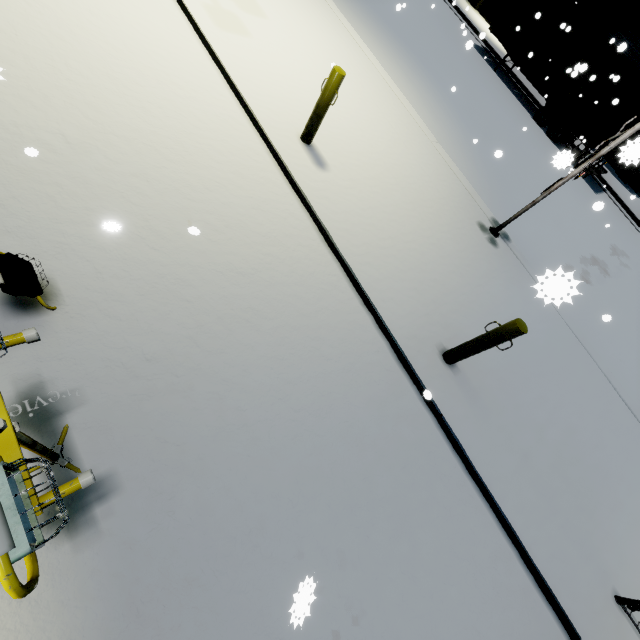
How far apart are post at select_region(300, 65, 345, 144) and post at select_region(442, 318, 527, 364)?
3.9 meters

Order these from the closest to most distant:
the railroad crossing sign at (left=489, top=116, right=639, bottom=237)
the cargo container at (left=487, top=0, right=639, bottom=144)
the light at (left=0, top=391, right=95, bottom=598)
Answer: the light at (left=0, top=391, right=95, bottom=598)
the railroad crossing sign at (left=489, top=116, right=639, bottom=237)
the cargo container at (left=487, top=0, right=639, bottom=144)

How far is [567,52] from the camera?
15.16m

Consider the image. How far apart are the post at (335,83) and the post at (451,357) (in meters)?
3.91

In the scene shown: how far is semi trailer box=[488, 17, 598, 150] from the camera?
15.93m

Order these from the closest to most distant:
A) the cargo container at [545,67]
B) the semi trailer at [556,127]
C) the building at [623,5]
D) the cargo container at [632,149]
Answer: the cargo container at [632,149]
the cargo container at [545,67]
the semi trailer at [556,127]
the building at [623,5]

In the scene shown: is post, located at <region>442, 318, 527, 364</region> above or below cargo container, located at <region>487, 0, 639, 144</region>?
below

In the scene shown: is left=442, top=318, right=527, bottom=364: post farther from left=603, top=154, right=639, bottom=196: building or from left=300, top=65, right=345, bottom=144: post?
left=603, top=154, right=639, bottom=196: building
